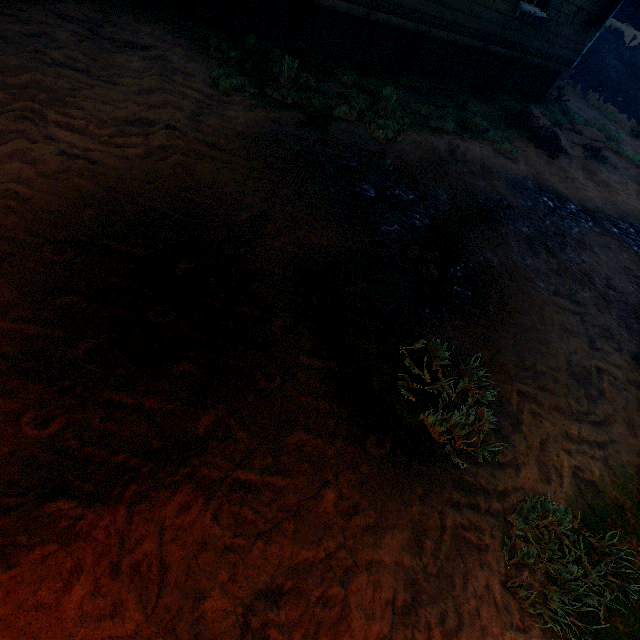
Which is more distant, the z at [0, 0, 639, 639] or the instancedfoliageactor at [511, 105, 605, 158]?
the instancedfoliageactor at [511, 105, 605, 158]

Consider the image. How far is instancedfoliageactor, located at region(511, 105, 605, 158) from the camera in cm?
813

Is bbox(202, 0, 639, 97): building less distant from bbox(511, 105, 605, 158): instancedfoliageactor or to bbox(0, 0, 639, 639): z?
bbox(0, 0, 639, 639): z

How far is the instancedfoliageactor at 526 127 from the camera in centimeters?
813cm

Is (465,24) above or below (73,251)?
above

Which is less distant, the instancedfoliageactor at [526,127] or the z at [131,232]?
the z at [131,232]

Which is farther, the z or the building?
the building
